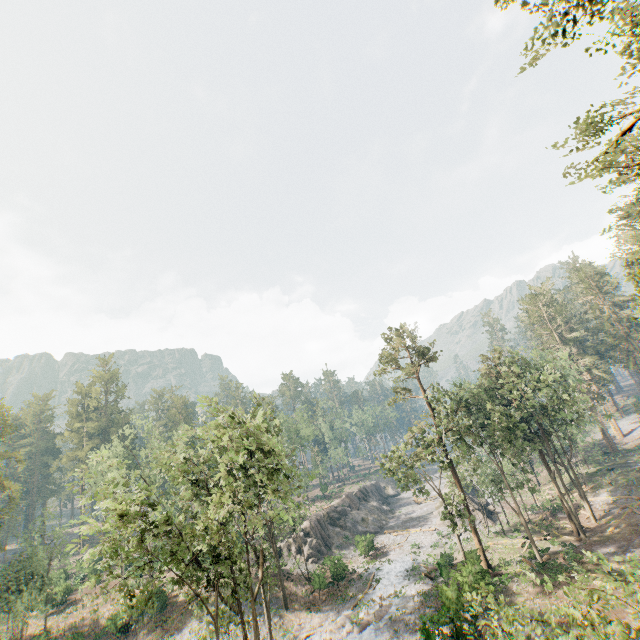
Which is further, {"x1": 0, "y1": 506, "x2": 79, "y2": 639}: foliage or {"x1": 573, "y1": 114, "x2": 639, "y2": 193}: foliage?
{"x1": 0, "y1": 506, "x2": 79, "y2": 639}: foliage

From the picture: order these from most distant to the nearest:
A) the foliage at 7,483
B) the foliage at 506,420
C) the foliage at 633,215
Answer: the foliage at 7,483 < the foliage at 633,215 < the foliage at 506,420

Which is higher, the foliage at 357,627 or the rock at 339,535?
the rock at 339,535

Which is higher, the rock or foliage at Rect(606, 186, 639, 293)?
foliage at Rect(606, 186, 639, 293)

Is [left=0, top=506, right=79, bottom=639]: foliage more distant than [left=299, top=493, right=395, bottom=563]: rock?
No

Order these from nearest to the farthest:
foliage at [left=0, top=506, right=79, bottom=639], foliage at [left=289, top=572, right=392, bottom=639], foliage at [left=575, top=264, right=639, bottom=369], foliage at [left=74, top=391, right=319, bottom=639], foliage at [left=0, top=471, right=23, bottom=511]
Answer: foliage at [left=74, top=391, right=319, bottom=639], foliage at [left=289, top=572, right=392, bottom=639], foliage at [left=0, top=506, right=79, bottom=639], foliage at [left=0, top=471, right=23, bottom=511], foliage at [left=575, top=264, right=639, bottom=369]

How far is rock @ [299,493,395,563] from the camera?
43.16m

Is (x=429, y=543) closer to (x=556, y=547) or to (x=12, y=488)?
(x=556, y=547)
